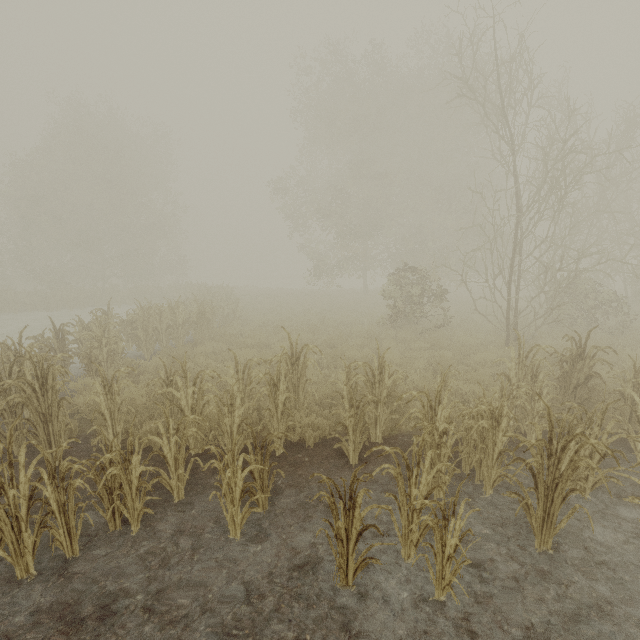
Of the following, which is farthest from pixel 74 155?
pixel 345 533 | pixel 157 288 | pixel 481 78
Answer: pixel 345 533
